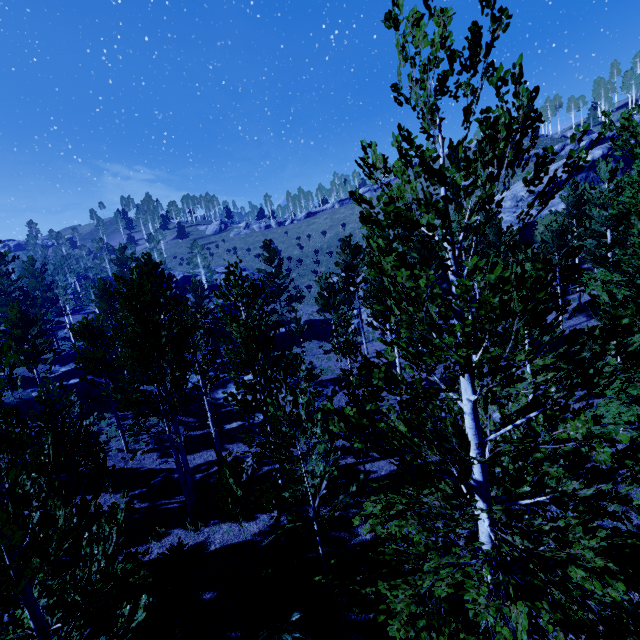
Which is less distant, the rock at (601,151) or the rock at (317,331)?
the rock at (601,151)

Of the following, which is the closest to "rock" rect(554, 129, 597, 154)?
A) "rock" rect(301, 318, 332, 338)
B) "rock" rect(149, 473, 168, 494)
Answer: "rock" rect(301, 318, 332, 338)

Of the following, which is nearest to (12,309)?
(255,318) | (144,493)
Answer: (144,493)

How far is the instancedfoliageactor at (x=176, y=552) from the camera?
9.3m

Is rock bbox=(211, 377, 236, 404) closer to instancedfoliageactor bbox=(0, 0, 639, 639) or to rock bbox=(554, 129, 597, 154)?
instancedfoliageactor bbox=(0, 0, 639, 639)

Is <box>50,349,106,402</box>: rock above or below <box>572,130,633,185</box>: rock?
below

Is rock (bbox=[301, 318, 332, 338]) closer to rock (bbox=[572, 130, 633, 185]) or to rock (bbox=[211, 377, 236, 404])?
rock (bbox=[211, 377, 236, 404])

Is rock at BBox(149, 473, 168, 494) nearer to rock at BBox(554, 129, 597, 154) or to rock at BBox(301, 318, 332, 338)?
rock at BBox(301, 318, 332, 338)
